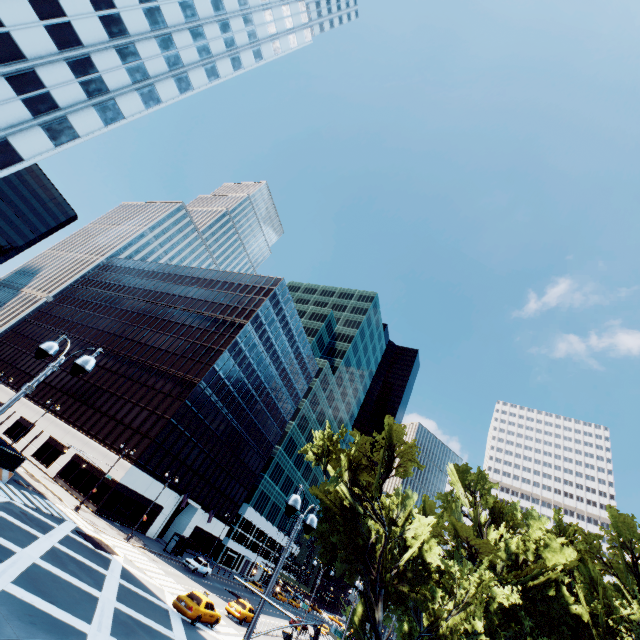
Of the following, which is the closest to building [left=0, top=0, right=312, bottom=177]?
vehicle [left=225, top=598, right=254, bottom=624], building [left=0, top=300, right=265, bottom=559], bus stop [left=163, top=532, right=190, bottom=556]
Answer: building [left=0, top=300, right=265, bottom=559]

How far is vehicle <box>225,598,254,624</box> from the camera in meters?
30.3

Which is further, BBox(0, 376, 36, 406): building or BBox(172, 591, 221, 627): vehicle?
BBox(0, 376, 36, 406): building

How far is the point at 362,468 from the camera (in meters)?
31.39

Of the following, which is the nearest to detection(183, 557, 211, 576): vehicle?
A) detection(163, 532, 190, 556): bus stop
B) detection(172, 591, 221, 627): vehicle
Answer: detection(163, 532, 190, 556): bus stop

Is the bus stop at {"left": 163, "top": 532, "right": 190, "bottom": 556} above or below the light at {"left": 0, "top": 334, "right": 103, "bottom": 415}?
below

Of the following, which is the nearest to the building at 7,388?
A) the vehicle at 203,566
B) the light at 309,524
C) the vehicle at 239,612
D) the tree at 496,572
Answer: the vehicle at 203,566

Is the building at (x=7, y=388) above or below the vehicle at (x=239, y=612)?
above
